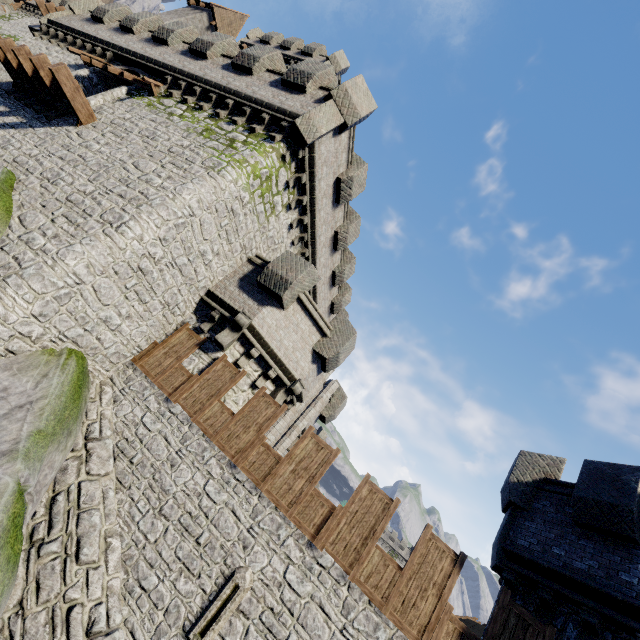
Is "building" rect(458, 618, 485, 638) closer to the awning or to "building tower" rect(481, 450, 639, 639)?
"building tower" rect(481, 450, 639, 639)

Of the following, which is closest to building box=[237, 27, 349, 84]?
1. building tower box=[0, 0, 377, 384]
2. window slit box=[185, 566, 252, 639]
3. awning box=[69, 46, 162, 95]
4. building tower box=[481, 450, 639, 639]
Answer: building tower box=[0, 0, 377, 384]

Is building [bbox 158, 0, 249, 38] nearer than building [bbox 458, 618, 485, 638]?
Yes

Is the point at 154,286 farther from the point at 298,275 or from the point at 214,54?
the point at 214,54

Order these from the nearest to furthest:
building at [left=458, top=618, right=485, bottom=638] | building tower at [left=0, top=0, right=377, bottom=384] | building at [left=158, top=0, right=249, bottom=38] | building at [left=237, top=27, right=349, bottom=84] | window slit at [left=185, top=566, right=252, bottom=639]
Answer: window slit at [left=185, top=566, right=252, bottom=639]
building tower at [left=0, top=0, right=377, bottom=384]
building at [left=237, top=27, right=349, bottom=84]
building at [left=158, top=0, right=249, bottom=38]
building at [left=458, top=618, right=485, bottom=638]

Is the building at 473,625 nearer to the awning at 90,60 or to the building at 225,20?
the building at 225,20

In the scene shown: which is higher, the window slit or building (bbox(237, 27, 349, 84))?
building (bbox(237, 27, 349, 84))

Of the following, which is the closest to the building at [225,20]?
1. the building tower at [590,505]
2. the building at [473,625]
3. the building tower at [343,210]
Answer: the building tower at [343,210]
